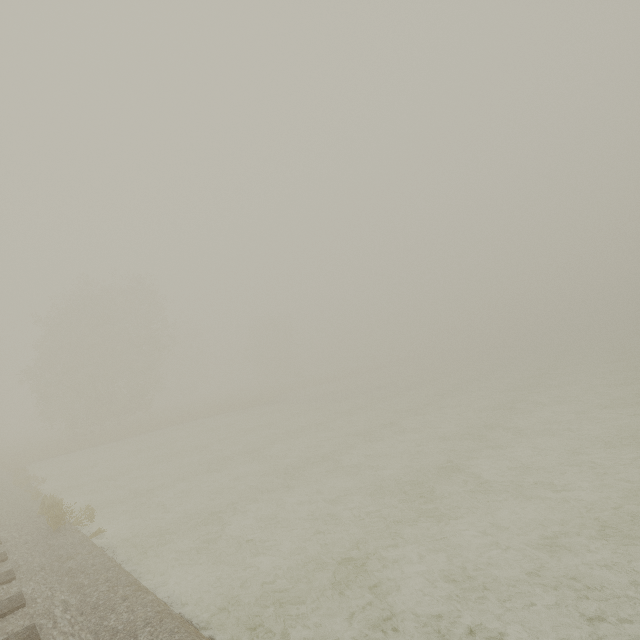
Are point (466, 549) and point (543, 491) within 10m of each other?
yes
